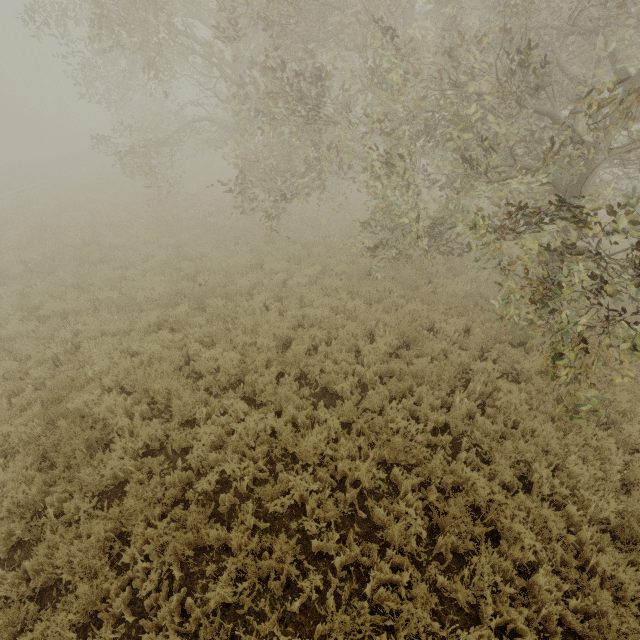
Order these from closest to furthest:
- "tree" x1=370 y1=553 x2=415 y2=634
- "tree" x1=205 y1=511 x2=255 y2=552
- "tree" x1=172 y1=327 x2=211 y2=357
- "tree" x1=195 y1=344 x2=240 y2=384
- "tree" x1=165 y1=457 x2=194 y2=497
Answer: "tree" x1=370 y1=553 x2=415 y2=634 → "tree" x1=205 y1=511 x2=255 y2=552 → "tree" x1=165 y1=457 x2=194 y2=497 → "tree" x1=195 y1=344 x2=240 y2=384 → "tree" x1=172 y1=327 x2=211 y2=357

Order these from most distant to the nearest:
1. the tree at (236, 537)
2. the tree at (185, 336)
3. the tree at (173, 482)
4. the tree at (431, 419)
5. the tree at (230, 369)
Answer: the tree at (185, 336) < the tree at (230, 369) < the tree at (431, 419) < the tree at (173, 482) < the tree at (236, 537)

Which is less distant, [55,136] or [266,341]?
[266,341]

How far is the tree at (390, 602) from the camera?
3.7 meters

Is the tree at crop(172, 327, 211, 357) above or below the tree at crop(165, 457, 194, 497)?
above

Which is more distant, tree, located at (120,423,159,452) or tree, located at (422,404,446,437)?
tree, located at (422,404,446,437)

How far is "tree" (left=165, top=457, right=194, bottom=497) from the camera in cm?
501
